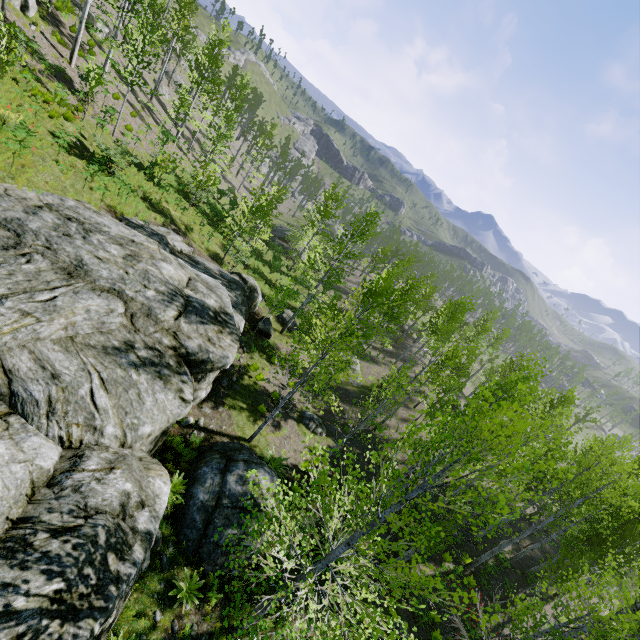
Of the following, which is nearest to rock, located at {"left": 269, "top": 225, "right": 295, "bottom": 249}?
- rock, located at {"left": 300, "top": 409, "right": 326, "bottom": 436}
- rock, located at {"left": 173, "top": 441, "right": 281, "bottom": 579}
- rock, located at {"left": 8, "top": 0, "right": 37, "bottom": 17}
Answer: rock, located at {"left": 8, "top": 0, "right": 37, "bottom": 17}

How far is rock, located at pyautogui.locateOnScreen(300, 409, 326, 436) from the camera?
18.0 meters

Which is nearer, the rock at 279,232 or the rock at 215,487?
the rock at 215,487

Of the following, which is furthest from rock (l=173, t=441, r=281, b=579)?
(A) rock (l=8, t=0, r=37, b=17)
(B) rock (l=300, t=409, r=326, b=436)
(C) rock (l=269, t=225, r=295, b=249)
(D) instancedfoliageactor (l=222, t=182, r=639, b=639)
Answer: (C) rock (l=269, t=225, r=295, b=249)

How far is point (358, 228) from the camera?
19.3 meters

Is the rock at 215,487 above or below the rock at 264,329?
above

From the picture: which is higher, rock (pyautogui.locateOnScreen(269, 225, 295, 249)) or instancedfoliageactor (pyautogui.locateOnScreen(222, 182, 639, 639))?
instancedfoliageactor (pyautogui.locateOnScreen(222, 182, 639, 639))

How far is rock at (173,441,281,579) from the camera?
9.1m
